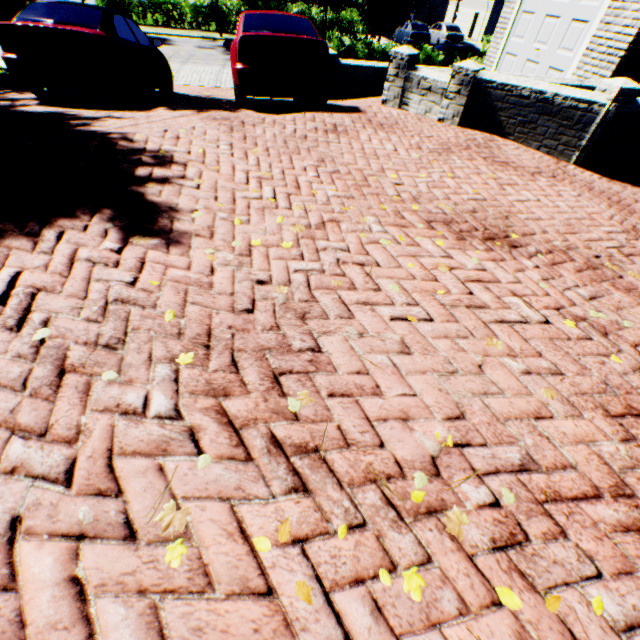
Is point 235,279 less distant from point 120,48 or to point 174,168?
point 174,168

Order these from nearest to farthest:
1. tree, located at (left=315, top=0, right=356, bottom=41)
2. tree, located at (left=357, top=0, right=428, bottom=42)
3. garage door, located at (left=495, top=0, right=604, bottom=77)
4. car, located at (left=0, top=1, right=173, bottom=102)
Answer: car, located at (left=0, top=1, right=173, bottom=102) < garage door, located at (left=495, top=0, right=604, bottom=77) < tree, located at (left=357, top=0, right=428, bottom=42) < tree, located at (left=315, top=0, right=356, bottom=41)

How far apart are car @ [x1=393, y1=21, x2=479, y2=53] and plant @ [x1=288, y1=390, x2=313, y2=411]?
32.02m

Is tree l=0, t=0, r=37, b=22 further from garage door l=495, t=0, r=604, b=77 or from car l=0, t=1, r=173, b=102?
garage door l=495, t=0, r=604, b=77

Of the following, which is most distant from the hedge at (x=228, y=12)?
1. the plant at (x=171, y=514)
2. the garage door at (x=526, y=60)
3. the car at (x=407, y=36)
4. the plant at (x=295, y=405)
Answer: the plant at (x=171, y=514)

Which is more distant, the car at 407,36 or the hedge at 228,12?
the hedge at 228,12

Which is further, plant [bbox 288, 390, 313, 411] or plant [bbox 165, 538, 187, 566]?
plant [bbox 288, 390, 313, 411]

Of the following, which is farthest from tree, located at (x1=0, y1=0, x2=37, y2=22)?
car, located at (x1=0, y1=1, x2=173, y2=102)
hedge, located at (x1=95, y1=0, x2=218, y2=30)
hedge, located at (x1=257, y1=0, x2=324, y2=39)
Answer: car, located at (x1=0, y1=1, x2=173, y2=102)
